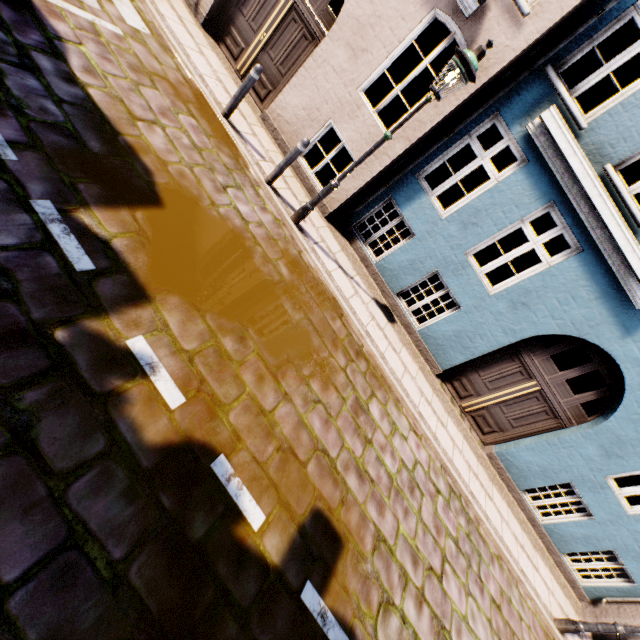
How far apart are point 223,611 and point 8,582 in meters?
1.5

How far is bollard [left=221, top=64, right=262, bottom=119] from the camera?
5.6m

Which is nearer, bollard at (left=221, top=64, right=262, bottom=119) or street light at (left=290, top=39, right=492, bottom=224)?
street light at (left=290, top=39, right=492, bottom=224)

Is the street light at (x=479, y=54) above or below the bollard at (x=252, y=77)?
above

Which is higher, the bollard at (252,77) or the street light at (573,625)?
the bollard at (252,77)

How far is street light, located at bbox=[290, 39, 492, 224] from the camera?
4.3 meters

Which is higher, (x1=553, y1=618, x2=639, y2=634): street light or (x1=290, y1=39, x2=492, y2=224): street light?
(x1=290, y1=39, x2=492, y2=224): street light

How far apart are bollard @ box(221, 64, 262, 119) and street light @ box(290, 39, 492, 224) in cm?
221
